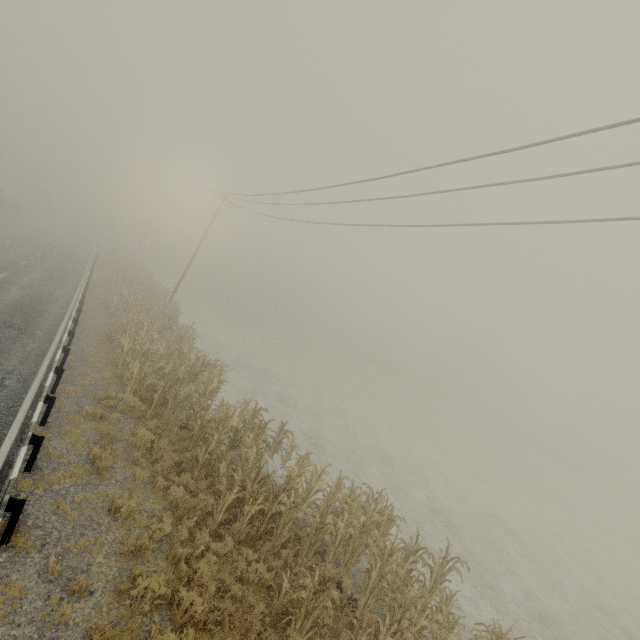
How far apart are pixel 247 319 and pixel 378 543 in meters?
48.9 m

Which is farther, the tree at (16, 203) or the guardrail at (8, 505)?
the tree at (16, 203)

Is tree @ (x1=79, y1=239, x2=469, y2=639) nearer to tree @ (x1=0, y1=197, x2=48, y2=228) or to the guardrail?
the guardrail

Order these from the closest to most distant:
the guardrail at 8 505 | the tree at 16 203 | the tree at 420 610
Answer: the guardrail at 8 505 < the tree at 420 610 < the tree at 16 203

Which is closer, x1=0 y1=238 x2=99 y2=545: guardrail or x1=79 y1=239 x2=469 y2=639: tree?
x1=0 y1=238 x2=99 y2=545: guardrail

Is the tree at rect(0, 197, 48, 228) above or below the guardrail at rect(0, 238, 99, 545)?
above

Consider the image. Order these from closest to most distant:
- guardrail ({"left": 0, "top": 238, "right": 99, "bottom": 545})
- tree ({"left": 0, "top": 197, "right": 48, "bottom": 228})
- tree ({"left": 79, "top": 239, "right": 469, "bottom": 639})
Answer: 1. guardrail ({"left": 0, "top": 238, "right": 99, "bottom": 545})
2. tree ({"left": 79, "top": 239, "right": 469, "bottom": 639})
3. tree ({"left": 0, "top": 197, "right": 48, "bottom": 228})
